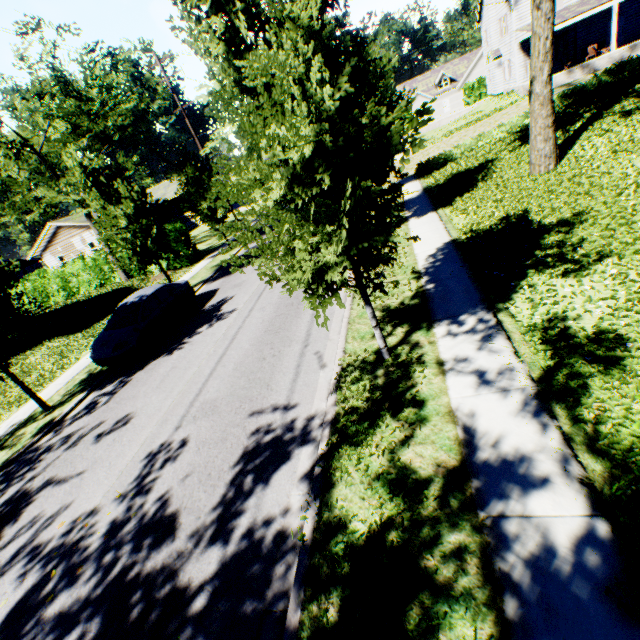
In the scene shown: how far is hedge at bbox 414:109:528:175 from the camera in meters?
18.2

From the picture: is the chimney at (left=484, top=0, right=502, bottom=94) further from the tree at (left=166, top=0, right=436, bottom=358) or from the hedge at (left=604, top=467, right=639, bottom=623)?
the hedge at (left=604, top=467, right=639, bottom=623)

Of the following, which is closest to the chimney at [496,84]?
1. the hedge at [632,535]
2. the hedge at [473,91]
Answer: the hedge at [473,91]

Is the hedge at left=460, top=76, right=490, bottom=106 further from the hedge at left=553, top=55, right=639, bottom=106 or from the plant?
the plant

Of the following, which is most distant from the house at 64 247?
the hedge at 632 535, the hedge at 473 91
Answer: the hedge at 473 91

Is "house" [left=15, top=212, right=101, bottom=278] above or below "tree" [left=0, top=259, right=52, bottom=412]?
above

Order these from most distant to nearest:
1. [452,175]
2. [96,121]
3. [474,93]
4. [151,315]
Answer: [474,93]
[96,121]
[452,175]
[151,315]

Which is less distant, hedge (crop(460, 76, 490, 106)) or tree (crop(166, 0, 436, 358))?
tree (crop(166, 0, 436, 358))
